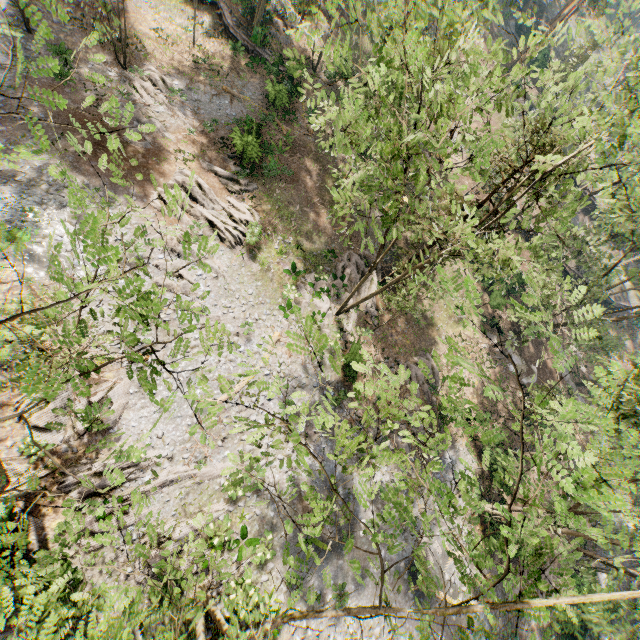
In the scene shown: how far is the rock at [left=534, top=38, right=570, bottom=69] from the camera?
45.6 meters

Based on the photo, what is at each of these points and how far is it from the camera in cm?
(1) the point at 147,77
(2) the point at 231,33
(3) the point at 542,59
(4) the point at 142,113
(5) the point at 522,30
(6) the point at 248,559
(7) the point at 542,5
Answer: (1) foliage, 2433
(2) ground embankment, 2856
(3) rock, 4562
(4) foliage, 2322
(5) rock, 4903
(6) foliage, 1639
(7) rock, 4747

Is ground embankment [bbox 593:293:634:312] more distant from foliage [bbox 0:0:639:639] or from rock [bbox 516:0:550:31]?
rock [bbox 516:0:550:31]

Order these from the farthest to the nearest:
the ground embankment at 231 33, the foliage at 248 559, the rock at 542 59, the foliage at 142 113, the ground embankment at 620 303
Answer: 1. the rock at 542 59
2. the ground embankment at 620 303
3. the ground embankment at 231 33
4. the foliage at 248 559
5. the foliage at 142 113

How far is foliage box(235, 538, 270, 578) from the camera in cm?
588

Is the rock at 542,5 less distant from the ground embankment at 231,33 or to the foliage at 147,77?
the foliage at 147,77

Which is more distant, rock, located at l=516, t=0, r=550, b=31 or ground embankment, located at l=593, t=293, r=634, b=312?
rock, located at l=516, t=0, r=550, b=31
